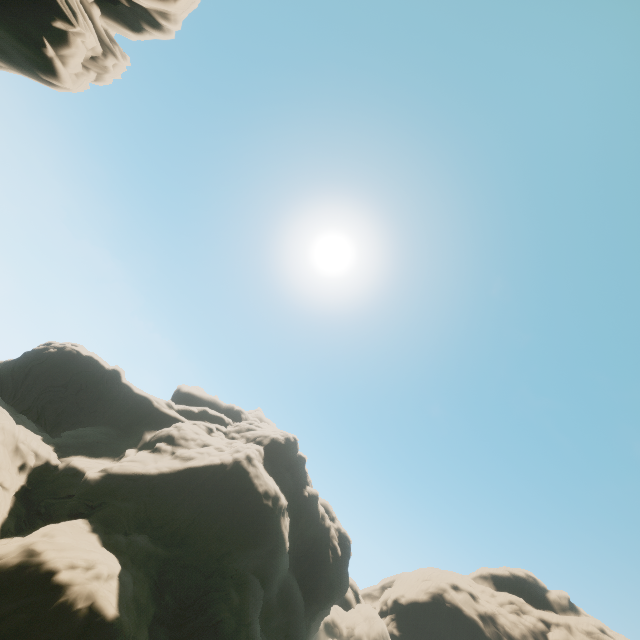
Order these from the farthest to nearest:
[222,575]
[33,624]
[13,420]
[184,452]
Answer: [184,452] → [222,575] → [13,420] → [33,624]

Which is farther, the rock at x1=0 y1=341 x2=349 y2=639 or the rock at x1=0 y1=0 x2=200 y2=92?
the rock at x1=0 y1=341 x2=349 y2=639

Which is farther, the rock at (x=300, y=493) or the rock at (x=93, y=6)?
the rock at (x=300, y=493)
